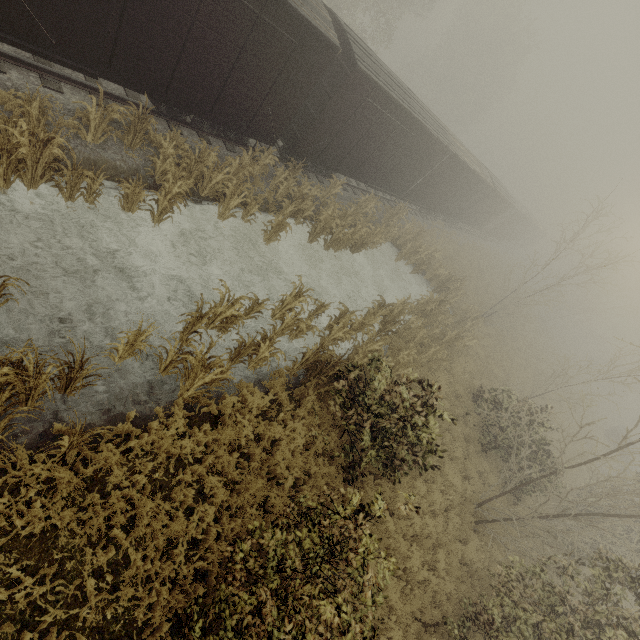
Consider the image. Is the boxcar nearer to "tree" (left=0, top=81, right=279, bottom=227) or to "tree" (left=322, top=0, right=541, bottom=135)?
"tree" (left=0, top=81, right=279, bottom=227)

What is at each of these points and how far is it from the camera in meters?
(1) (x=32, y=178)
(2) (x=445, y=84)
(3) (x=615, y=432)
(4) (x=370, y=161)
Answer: (1) tree, 7.0 m
(2) tree, 41.1 m
(3) truck bed, 32.4 m
(4) boxcar, 15.0 m

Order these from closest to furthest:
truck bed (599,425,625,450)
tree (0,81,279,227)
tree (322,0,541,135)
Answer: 1. tree (0,81,279,227)
2. tree (322,0,541,135)
3. truck bed (599,425,625,450)

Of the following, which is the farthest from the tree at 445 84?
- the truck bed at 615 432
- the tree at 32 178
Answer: the truck bed at 615 432

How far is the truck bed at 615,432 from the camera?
31.45m

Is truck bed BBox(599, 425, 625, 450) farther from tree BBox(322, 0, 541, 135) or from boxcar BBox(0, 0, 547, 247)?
tree BBox(322, 0, 541, 135)

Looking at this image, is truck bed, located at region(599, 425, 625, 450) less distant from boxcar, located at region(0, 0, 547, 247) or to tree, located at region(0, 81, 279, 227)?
boxcar, located at region(0, 0, 547, 247)

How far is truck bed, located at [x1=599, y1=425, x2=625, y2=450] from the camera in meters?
31.5
